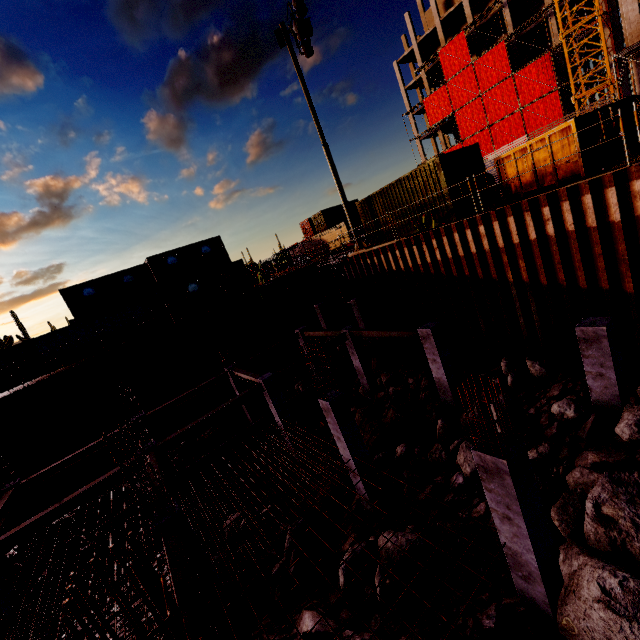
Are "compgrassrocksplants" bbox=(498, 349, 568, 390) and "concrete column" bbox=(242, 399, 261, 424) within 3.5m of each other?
no

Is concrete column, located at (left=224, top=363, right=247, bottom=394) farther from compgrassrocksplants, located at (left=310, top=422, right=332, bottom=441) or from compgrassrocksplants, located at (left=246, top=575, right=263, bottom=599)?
compgrassrocksplants, located at (left=246, top=575, right=263, bottom=599)

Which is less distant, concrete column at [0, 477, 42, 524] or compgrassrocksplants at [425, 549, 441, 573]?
compgrassrocksplants at [425, 549, 441, 573]

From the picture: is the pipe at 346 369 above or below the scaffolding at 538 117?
below

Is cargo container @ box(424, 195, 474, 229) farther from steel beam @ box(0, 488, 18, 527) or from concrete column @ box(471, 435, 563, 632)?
steel beam @ box(0, 488, 18, 527)

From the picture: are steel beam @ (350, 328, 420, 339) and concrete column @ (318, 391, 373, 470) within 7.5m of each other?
yes

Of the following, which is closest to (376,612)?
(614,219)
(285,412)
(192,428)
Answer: (285,412)

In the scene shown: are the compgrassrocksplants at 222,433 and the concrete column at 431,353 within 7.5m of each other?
no
